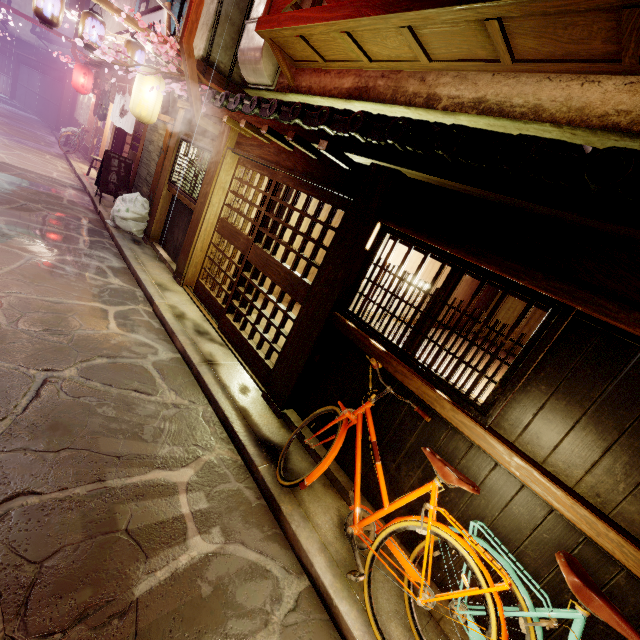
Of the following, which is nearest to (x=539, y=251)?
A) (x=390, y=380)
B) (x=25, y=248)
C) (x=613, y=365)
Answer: (x=613, y=365)

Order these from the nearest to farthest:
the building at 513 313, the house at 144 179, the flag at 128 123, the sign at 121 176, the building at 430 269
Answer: the building at 430 269, the building at 513 313, the house at 144 179, the sign at 121 176, the flag at 128 123

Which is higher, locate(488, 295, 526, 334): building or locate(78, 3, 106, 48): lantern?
locate(78, 3, 106, 48): lantern

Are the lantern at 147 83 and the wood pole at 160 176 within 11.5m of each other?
yes

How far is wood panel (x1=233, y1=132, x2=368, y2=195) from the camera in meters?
7.0

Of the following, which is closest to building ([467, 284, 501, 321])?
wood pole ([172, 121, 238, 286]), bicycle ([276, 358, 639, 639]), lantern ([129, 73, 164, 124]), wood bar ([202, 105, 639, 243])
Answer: wood bar ([202, 105, 639, 243])

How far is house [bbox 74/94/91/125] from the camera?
29.5 meters

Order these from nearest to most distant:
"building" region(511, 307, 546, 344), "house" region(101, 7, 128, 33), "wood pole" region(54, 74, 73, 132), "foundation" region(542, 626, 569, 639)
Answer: "foundation" region(542, 626, 569, 639) < "building" region(511, 307, 546, 344) < "house" region(101, 7, 128, 33) < "wood pole" region(54, 74, 73, 132)
